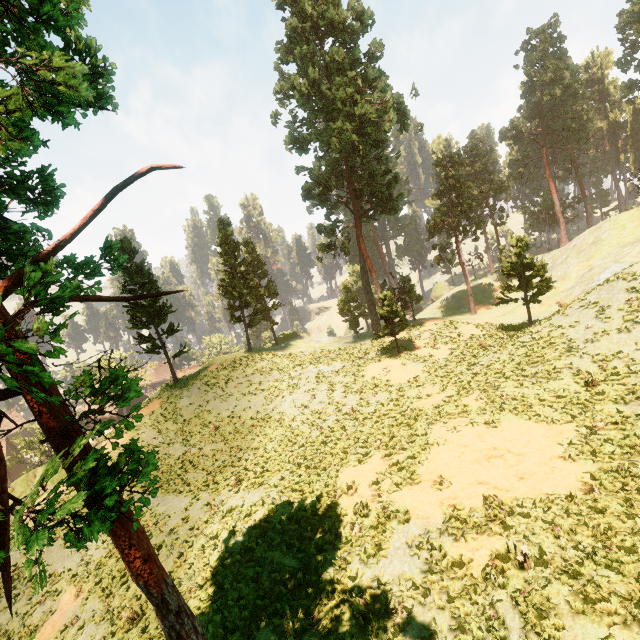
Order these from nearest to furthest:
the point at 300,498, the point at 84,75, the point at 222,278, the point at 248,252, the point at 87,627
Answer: the point at 84,75
the point at 87,627
the point at 300,498
the point at 222,278
the point at 248,252

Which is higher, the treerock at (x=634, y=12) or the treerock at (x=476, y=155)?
the treerock at (x=634, y=12)

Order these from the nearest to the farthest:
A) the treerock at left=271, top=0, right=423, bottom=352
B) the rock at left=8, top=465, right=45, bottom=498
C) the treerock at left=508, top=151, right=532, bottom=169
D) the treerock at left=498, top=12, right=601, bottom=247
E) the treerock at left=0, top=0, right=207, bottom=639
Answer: the treerock at left=0, top=0, right=207, bottom=639
the rock at left=8, top=465, right=45, bottom=498
the treerock at left=271, top=0, right=423, bottom=352
the treerock at left=498, top=12, right=601, bottom=247
the treerock at left=508, top=151, right=532, bottom=169

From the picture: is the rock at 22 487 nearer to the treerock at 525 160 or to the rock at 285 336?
the rock at 285 336

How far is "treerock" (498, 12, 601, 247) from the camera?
51.0 meters

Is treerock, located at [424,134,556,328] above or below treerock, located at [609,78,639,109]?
below

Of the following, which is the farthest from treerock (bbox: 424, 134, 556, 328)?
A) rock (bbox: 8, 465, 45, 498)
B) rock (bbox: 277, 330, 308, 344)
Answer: rock (bbox: 8, 465, 45, 498)
